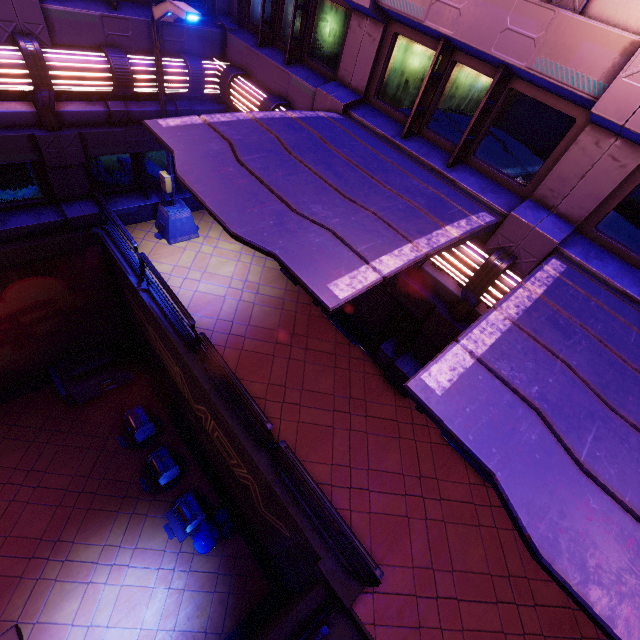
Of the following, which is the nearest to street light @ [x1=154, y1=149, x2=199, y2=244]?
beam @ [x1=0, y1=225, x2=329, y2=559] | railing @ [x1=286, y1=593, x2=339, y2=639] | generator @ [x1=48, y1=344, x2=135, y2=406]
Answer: beam @ [x1=0, y1=225, x2=329, y2=559]

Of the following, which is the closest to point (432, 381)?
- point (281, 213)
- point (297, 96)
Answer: point (281, 213)

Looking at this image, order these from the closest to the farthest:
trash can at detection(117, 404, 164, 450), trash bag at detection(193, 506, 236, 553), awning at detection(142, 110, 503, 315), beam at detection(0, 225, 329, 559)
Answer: awning at detection(142, 110, 503, 315), beam at detection(0, 225, 329, 559), trash bag at detection(193, 506, 236, 553), trash can at detection(117, 404, 164, 450)

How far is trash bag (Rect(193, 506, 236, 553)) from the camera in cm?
1003

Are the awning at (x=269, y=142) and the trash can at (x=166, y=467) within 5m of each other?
no

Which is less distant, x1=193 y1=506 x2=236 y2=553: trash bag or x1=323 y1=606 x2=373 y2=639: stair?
x1=323 y1=606 x2=373 y2=639: stair

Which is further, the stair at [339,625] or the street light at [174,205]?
the street light at [174,205]

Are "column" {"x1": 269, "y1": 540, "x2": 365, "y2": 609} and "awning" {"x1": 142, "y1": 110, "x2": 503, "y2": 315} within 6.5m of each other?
yes
